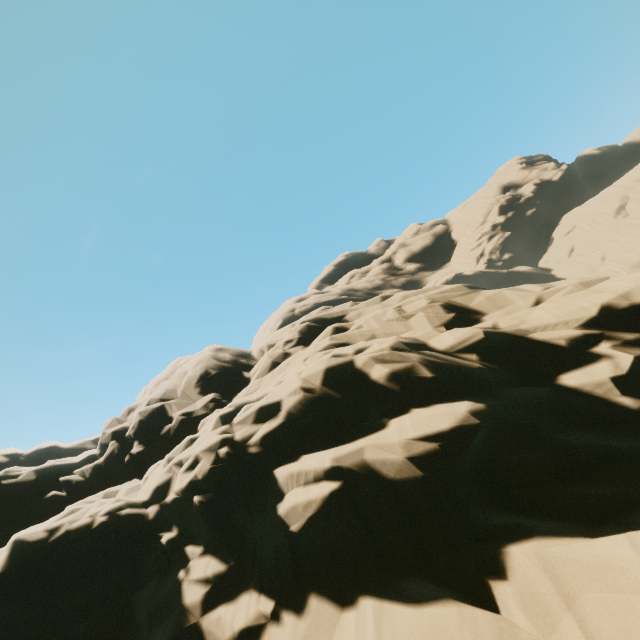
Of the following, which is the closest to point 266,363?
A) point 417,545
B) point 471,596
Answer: point 417,545
